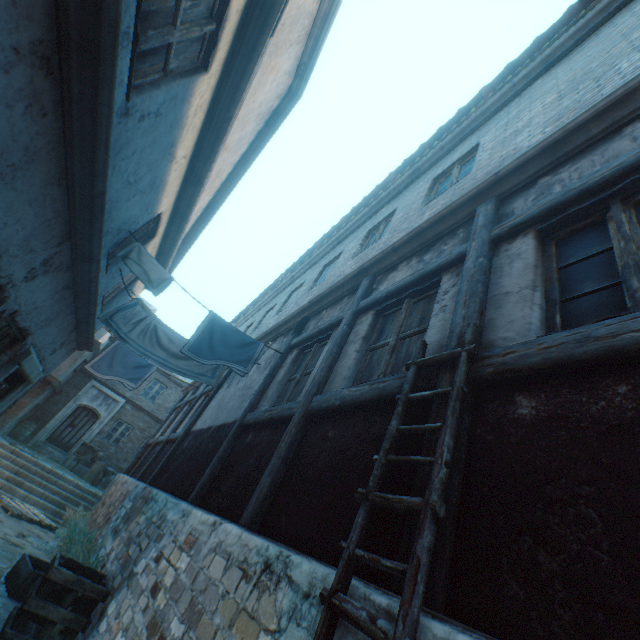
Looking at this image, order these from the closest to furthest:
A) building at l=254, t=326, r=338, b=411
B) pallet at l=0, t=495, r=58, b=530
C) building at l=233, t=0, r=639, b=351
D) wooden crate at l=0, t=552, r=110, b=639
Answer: building at l=233, t=0, r=639, b=351
wooden crate at l=0, t=552, r=110, b=639
building at l=254, t=326, r=338, b=411
pallet at l=0, t=495, r=58, b=530

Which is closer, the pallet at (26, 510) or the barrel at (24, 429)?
the pallet at (26, 510)

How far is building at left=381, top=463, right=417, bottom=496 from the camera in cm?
199

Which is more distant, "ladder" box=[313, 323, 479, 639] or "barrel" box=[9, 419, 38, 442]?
"barrel" box=[9, 419, 38, 442]

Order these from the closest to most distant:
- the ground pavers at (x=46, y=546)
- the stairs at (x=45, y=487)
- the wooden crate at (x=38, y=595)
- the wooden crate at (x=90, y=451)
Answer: the wooden crate at (x=38, y=595) → the ground pavers at (x=46, y=546) → the stairs at (x=45, y=487) → the wooden crate at (x=90, y=451)

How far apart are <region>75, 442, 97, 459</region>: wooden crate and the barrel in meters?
2.6 m

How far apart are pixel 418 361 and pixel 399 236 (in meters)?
3.75

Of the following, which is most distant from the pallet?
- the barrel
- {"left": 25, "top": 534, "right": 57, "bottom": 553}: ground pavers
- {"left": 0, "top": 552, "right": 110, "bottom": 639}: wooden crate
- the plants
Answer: the barrel
